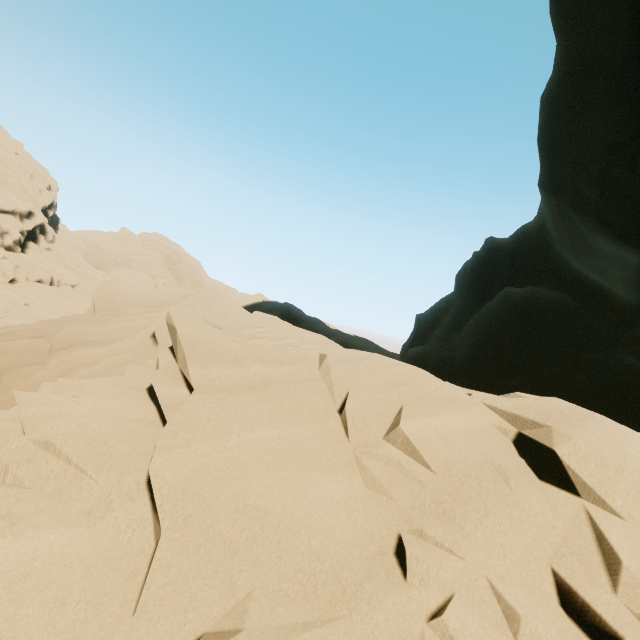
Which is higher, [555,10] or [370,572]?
[555,10]
